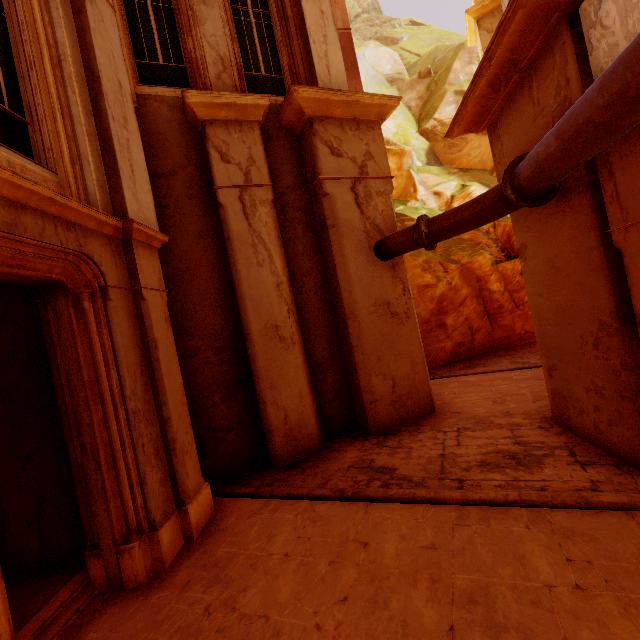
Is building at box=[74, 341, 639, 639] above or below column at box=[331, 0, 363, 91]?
below

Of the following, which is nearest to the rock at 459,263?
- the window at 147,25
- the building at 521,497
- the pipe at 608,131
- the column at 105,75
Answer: the building at 521,497

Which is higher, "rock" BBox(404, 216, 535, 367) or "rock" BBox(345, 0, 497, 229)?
"rock" BBox(345, 0, 497, 229)

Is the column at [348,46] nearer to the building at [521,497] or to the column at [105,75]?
the building at [521,497]

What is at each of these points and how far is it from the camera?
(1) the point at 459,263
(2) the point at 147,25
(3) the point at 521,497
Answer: (1) rock, 13.5 meters
(2) window, 6.8 meters
(3) building, 4.0 meters

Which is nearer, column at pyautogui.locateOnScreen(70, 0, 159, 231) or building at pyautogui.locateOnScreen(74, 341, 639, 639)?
building at pyautogui.locateOnScreen(74, 341, 639, 639)

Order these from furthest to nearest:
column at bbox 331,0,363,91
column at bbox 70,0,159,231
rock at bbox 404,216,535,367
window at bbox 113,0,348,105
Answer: rock at bbox 404,216,535,367
column at bbox 331,0,363,91
window at bbox 113,0,348,105
column at bbox 70,0,159,231

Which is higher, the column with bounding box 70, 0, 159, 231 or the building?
the column with bounding box 70, 0, 159, 231
